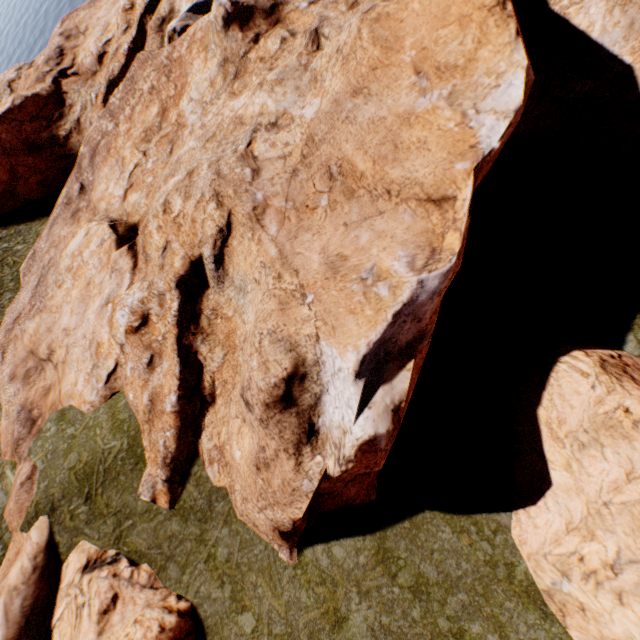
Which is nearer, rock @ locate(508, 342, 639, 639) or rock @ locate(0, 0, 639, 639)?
rock @ locate(508, 342, 639, 639)

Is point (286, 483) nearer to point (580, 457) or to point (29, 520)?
point (580, 457)

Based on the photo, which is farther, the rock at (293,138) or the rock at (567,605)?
the rock at (293,138)
